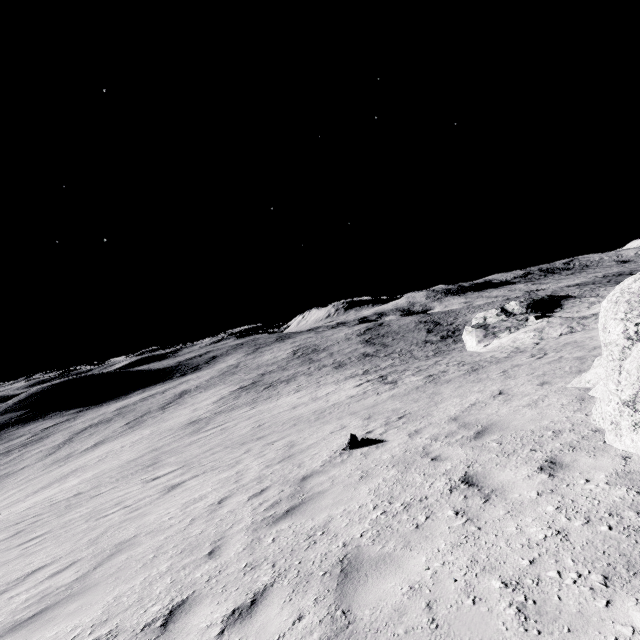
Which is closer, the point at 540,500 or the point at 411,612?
the point at 411,612
